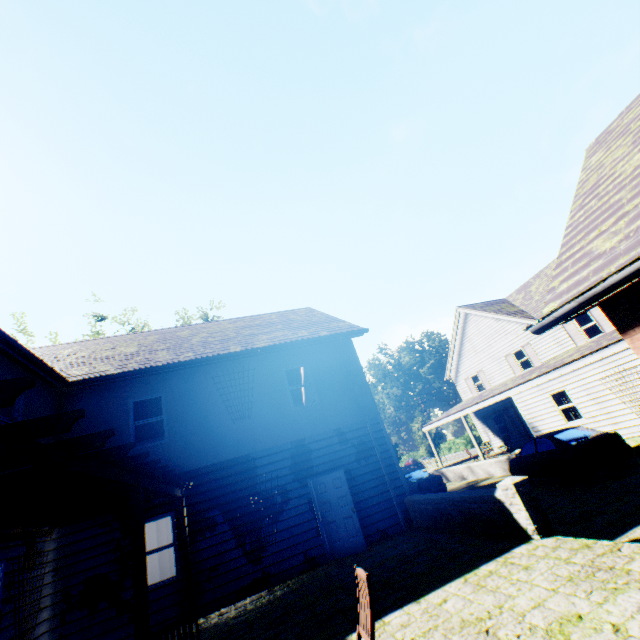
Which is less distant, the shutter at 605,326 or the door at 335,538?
the door at 335,538

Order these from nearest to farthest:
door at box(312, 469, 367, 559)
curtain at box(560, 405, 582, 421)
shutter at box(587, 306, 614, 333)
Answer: door at box(312, 469, 367, 559), curtain at box(560, 405, 582, 421), shutter at box(587, 306, 614, 333)

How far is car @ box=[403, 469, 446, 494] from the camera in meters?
15.8

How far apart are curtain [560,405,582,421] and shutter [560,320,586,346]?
5.4m

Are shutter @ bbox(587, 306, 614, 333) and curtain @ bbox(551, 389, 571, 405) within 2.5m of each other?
no

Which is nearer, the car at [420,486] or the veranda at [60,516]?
the veranda at [60,516]

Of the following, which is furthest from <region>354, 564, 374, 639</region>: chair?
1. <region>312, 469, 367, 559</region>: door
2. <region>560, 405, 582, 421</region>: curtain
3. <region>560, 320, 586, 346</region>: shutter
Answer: <region>560, 320, 586, 346</region>: shutter

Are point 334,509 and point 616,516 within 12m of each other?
yes
